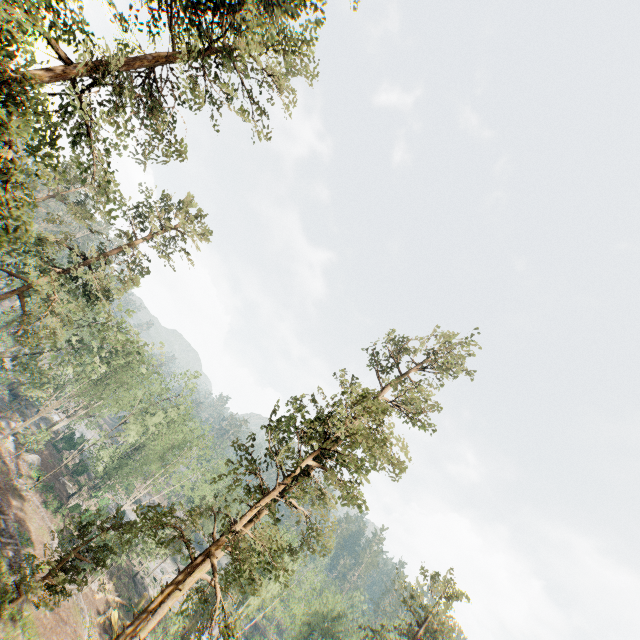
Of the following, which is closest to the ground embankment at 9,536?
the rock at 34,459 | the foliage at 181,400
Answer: the foliage at 181,400

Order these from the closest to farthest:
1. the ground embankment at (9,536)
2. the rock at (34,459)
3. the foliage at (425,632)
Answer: the ground embankment at (9,536) → the foliage at (425,632) → the rock at (34,459)

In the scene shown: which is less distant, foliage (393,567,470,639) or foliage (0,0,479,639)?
foliage (0,0,479,639)

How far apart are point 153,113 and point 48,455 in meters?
57.4 m

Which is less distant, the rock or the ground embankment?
the ground embankment

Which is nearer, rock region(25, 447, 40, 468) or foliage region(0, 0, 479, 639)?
foliage region(0, 0, 479, 639)

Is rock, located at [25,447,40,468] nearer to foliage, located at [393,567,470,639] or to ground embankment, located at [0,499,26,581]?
foliage, located at [393,567,470,639]

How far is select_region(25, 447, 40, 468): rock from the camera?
43.2m
